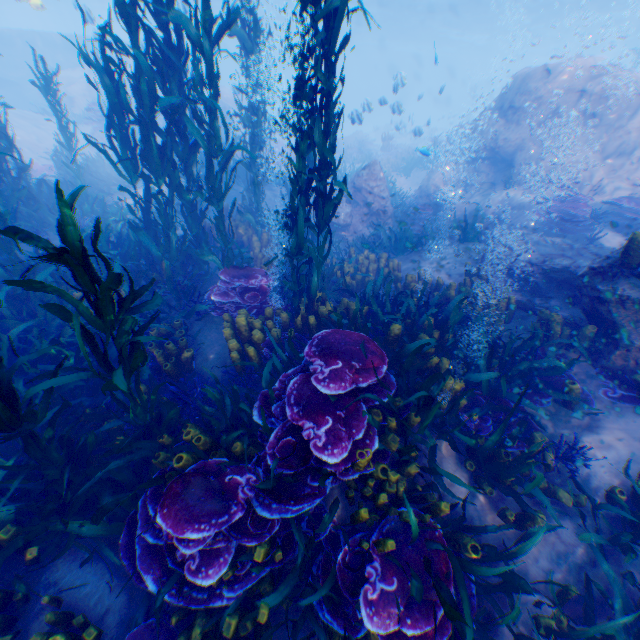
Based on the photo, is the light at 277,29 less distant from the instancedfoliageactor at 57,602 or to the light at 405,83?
the instancedfoliageactor at 57,602

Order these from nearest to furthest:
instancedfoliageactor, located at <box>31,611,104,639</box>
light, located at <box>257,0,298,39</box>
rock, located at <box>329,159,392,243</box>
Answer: instancedfoliageactor, located at <box>31,611,104,639</box> → rock, located at <box>329,159,392,243</box> → light, located at <box>257,0,298,39</box>

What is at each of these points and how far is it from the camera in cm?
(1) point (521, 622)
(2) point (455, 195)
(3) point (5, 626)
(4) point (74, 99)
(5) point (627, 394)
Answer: (1) rock, 303
(2) rock, 1355
(3) instancedfoliageactor, 283
(4) rock, 2094
(5) instancedfoliageactor, 438

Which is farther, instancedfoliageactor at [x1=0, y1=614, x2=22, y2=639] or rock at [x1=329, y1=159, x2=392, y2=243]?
rock at [x1=329, y1=159, x2=392, y2=243]

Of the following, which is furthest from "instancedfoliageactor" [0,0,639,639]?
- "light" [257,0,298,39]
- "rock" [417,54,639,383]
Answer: "light" [257,0,298,39]

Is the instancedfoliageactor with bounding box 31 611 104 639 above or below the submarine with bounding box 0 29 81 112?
below

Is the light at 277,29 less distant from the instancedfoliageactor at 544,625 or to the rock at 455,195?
the rock at 455,195

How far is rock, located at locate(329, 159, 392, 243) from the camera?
11.12m
